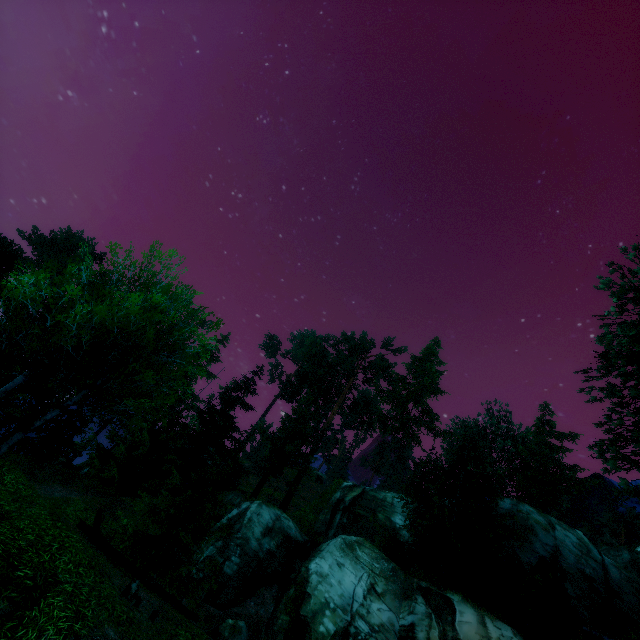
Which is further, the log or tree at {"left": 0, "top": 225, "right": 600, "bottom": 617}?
the log

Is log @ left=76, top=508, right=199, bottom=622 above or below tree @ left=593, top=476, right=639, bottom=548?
below

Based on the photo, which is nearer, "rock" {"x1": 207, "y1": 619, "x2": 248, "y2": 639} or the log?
the log

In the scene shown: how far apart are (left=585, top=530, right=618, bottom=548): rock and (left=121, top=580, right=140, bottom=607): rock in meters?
44.8 m

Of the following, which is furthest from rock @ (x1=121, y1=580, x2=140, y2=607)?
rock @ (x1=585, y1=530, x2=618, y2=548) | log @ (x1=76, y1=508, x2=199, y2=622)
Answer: rock @ (x1=585, y1=530, x2=618, y2=548)

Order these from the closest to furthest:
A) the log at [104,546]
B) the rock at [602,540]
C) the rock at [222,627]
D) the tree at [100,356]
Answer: the tree at [100,356] → the log at [104,546] → the rock at [222,627] → the rock at [602,540]

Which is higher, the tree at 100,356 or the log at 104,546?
the tree at 100,356

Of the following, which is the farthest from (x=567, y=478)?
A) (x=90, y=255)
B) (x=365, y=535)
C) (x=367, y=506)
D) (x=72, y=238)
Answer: (x=72, y=238)
